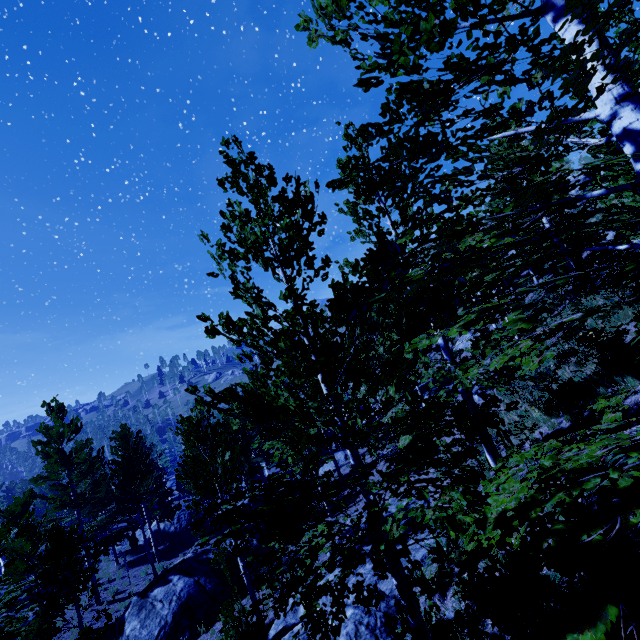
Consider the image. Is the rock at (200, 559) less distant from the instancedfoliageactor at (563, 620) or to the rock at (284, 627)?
the instancedfoliageactor at (563, 620)

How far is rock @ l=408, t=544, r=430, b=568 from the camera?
9.0m

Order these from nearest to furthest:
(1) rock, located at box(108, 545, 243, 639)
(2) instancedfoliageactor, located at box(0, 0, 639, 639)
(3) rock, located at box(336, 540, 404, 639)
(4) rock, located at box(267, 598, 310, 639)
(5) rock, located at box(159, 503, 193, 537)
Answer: (2) instancedfoliageactor, located at box(0, 0, 639, 639), (3) rock, located at box(336, 540, 404, 639), (4) rock, located at box(267, 598, 310, 639), (1) rock, located at box(108, 545, 243, 639), (5) rock, located at box(159, 503, 193, 537)

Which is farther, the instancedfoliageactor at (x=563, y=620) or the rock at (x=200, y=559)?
the rock at (x=200, y=559)

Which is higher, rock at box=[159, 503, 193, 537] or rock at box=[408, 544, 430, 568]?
rock at box=[408, 544, 430, 568]

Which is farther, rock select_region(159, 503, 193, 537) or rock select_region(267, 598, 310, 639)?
rock select_region(159, 503, 193, 537)

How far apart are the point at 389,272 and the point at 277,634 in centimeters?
1154cm

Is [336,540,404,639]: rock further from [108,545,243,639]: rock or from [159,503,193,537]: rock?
[159,503,193,537]: rock
